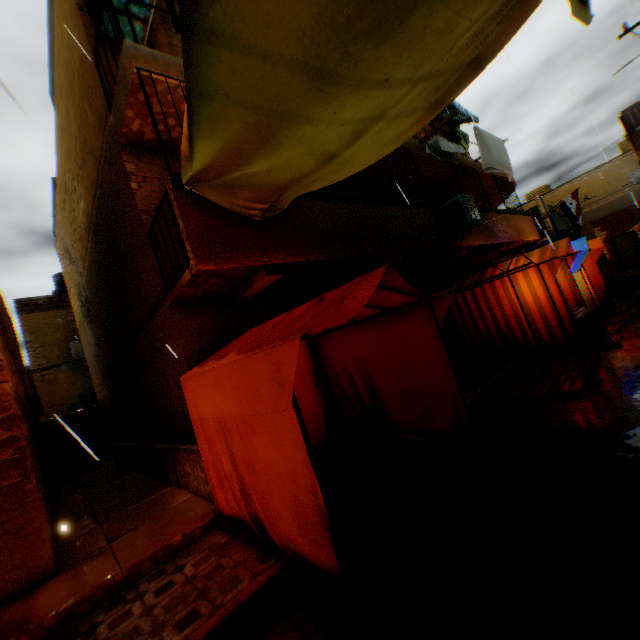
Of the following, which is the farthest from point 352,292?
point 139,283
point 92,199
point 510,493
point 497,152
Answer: point 497,152

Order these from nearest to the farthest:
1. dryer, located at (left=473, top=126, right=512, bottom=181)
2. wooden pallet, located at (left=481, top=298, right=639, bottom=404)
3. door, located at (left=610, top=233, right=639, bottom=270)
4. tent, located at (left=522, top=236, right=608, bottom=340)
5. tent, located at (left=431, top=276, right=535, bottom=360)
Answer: wooden pallet, located at (left=481, top=298, right=639, bottom=404) → tent, located at (left=522, top=236, right=608, bottom=340) → tent, located at (left=431, top=276, right=535, bottom=360) → dryer, located at (left=473, top=126, right=512, bottom=181) → door, located at (left=610, top=233, right=639, bottom=270)

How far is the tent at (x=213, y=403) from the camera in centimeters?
274cm

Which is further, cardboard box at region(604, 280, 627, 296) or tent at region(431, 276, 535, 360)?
cardboard box at region(604, 280, 627, 296)

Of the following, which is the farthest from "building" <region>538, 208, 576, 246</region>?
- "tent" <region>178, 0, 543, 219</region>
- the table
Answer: the table

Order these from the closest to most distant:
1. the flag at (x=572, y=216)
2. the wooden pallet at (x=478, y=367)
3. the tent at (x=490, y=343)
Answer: the wooden pallet at (x=478, y=367) < the tent at (x=490, y=343) < the flag at (x=572, y=216)

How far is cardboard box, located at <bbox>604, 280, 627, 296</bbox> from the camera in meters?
13.2 m

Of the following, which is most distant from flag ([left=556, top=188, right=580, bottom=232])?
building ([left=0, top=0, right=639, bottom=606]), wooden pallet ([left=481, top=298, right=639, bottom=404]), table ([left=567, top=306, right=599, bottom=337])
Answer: table ([left=567, top=306, right=599, bottom=337])
